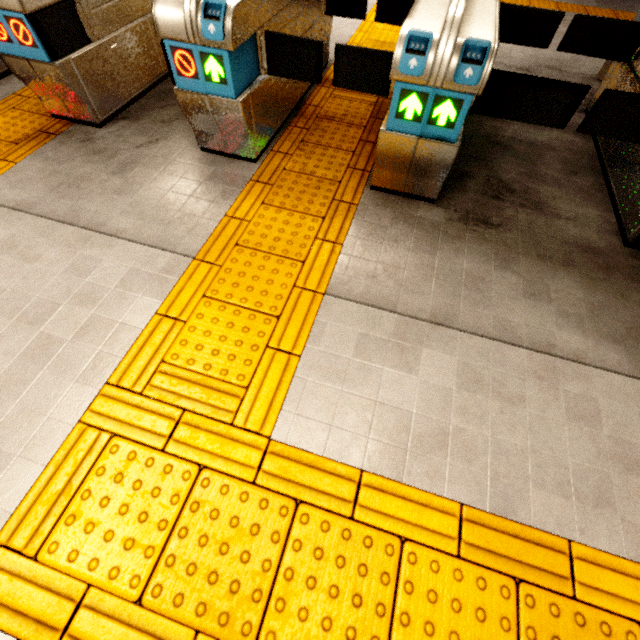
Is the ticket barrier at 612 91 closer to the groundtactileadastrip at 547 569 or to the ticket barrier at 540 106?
the ticket barrier at 540 106

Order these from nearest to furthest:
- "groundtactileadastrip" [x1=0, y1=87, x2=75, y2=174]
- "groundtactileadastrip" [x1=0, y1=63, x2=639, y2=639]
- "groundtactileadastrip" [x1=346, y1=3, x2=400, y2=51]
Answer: "groundtactileadastrip" [x1=0, y1=63, x2=639, y2=639] → "groundtactileadastrip" [x1=0, y1=87, x2=75, y2=174] → "groundtactileadastrip" [x1=346, y1=3, x2=400, y2=51]

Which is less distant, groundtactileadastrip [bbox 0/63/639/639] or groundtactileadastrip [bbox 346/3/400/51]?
groundtactileadastrip [bbox 0/63/639/639]

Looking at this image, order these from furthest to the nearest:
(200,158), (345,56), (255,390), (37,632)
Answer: (200,158), (345,56), (255,390), (37,632)

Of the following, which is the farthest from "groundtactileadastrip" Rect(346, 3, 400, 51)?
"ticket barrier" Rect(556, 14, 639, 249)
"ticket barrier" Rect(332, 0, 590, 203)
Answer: "ticket barrier" Rect(556, 14, 639, 249)

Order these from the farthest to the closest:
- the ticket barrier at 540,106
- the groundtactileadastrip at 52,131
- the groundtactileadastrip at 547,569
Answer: the groundtactileadastrip at 52,131
the ticket barrier at 540,106
the groundtactileadastrip at 547,569

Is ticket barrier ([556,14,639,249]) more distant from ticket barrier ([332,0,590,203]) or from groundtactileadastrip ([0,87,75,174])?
groundtactileadastrip ([0,87,75,174])
